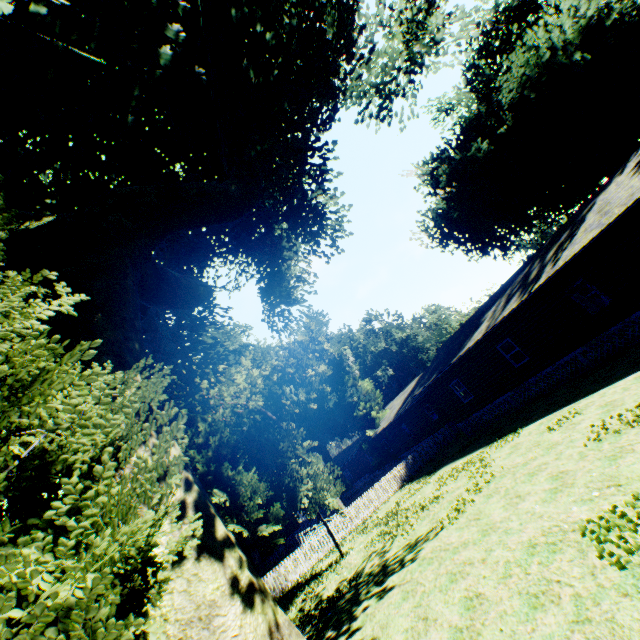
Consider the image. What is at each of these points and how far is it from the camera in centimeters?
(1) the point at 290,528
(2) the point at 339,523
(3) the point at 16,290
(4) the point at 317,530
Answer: (1) house, 4488cm
(2) fence, 2072cm
(3) plant, 358cm
(4) fence, 2706cm

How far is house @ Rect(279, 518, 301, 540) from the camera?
44.2 meters

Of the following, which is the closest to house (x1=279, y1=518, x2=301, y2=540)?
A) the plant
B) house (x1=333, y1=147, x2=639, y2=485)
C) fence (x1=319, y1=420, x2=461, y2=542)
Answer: fence (x1=319, y1=420, x2=461, y2=542)

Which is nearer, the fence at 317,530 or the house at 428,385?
the house at 428,385

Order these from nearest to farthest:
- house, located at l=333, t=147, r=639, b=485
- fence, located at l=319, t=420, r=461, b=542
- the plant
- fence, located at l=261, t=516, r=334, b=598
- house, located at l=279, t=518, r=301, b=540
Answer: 1. the plant
2. house, located at l=333, t=147, r=639, b=485
3. fence, located at l=261, t=516, r=334, b=598
4. fence, located at l=319, t=420, r=461, b=542
5. house, located at l=279, t=518, r=301, b=540

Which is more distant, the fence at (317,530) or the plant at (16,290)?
the fence at (317,530)

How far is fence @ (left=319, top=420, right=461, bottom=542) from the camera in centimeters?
2083cm
